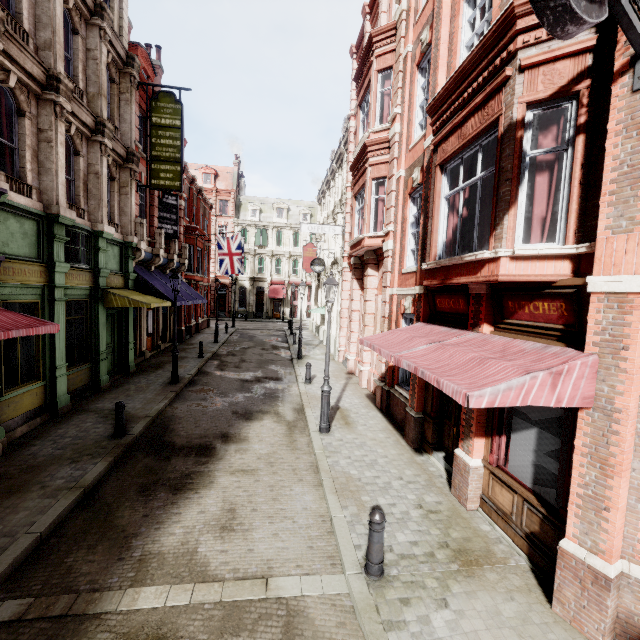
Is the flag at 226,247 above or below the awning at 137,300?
above

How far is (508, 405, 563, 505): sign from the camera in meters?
4.9

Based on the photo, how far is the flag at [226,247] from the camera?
24.61m

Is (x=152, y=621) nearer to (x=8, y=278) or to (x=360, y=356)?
(x=8, y=278)

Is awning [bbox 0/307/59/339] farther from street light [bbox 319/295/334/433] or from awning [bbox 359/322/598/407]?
awning [bbox 359/322/598/407]

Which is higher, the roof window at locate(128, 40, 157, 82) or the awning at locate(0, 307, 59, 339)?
the roof window at locate(128, 40, 157, 82)

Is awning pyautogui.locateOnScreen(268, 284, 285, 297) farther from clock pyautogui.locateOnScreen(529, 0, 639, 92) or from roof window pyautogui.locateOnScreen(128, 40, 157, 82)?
clock pyautogui.locateOnScreen(529, 0, 639, 92)

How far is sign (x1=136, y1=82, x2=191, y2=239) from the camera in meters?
14.8
